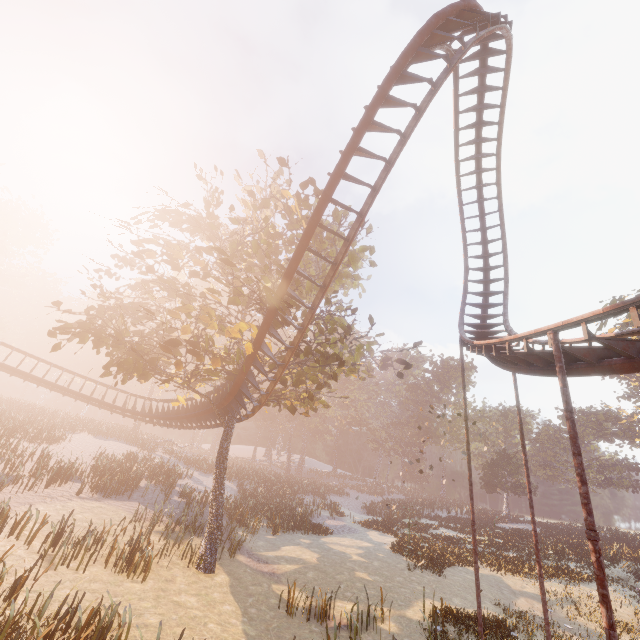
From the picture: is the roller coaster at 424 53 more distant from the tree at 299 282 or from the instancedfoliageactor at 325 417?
the instancedfoliageactor at 325 417

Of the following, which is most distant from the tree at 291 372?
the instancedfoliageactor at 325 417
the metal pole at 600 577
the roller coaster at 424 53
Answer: the instancedfoliageactor at 325 417

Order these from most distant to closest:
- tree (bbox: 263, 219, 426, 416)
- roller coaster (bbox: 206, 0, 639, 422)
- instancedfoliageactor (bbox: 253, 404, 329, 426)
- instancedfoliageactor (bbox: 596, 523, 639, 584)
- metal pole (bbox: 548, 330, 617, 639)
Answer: instancedfoliageactor (bbox: 253, 404, 329, 426) → instancedfoliageactor (bbox: 596, 523, 639, 584) → tree (bbox: 263, 219, 426, 416) → roller coaster (bbox: 206, 0, 639, 422) → metal pole (bbox: 548, 330, 617, 639)

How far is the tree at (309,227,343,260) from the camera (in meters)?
16.42

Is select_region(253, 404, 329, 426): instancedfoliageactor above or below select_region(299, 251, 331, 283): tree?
below

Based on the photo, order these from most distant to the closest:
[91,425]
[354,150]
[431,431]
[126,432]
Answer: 1. [431,431]
2. [126,432]
3. [91,425]
4. [354,150]

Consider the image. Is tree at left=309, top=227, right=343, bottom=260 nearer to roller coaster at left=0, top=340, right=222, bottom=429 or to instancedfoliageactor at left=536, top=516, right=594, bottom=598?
roller coaster at left=0, top=340, right=222, bottom=429

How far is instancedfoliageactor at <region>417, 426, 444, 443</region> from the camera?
55.6 meters
